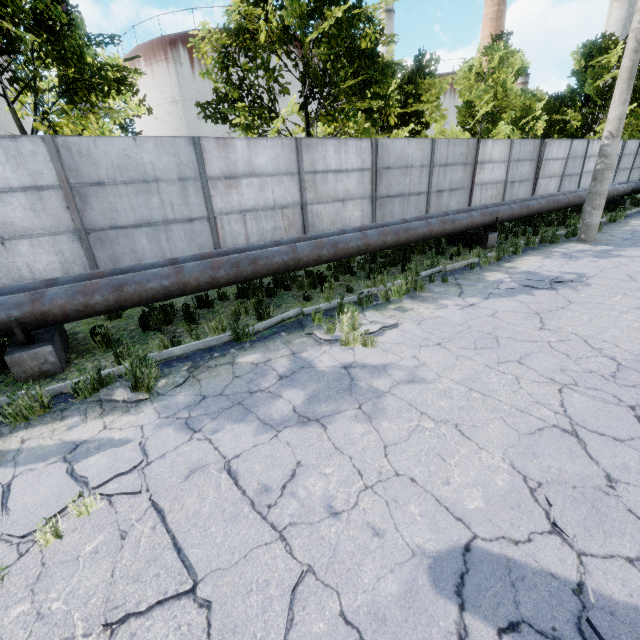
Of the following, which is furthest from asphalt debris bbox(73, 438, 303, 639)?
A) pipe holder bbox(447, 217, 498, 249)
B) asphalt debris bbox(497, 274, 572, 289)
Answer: pipe holder bbox(447, 217, 498, 249)

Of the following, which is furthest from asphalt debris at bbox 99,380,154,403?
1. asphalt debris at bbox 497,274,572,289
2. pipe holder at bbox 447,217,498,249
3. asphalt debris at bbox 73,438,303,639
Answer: pipe holder at bbox 447,217,498,249

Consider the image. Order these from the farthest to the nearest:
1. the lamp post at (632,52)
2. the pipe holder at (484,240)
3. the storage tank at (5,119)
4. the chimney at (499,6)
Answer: the storage tank at (5,119) → the chimney at (499,6) → the pipe holder at (484,240) → the lamp post at (632,52)

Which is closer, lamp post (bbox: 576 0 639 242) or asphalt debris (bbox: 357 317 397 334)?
asphalt debris (bbox: 357 317 397 334)

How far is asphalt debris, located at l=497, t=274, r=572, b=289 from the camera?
7.2m

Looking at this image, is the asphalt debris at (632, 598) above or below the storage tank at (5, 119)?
below

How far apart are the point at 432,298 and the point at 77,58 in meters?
11.4

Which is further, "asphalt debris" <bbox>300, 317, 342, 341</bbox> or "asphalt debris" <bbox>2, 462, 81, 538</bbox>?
"asphalt debris" <bbox>300, 317, 342, 341</bbox>
